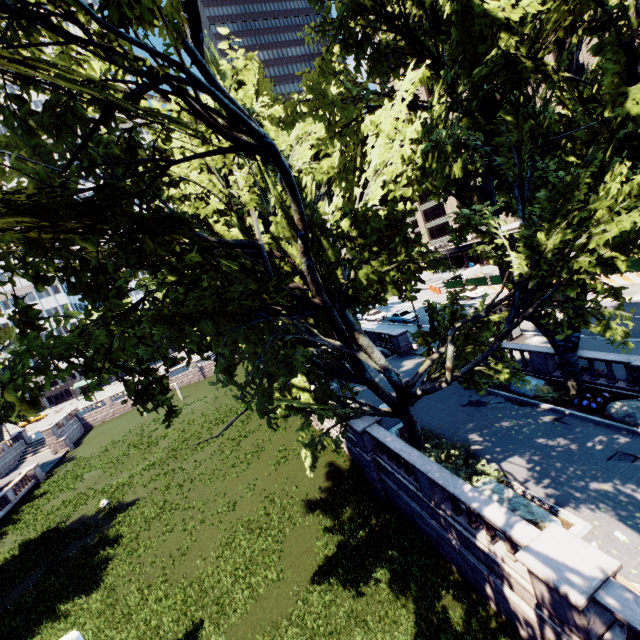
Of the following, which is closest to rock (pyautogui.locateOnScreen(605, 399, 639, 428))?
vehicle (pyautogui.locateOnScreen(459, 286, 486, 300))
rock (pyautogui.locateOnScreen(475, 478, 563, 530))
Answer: rock (pyautogui.locateOnScreen(475, 478, 563, 530))

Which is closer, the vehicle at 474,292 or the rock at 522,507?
the rock at 522,507

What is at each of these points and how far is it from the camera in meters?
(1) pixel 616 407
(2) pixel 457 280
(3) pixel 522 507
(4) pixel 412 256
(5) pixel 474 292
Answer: (1) rock, 13.7
(2) fence, 45.3
(3) rock, 10.8
(4) tree, 9.4
(5) vehicle, 39.6

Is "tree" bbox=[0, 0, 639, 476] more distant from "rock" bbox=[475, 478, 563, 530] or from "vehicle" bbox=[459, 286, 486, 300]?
"vehicle" bbox=[459, 286, 486, 300]

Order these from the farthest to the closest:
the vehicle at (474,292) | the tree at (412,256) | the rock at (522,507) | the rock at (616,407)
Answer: the vehicle at (474,292) < the rock at (616,407) < the rock at (522,507) < the tree at (412,256)

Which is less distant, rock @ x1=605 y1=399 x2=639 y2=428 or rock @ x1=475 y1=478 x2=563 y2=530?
rock @ x1=475 y1=478 x2=563 y2=530

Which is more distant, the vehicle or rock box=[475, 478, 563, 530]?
the vehicle

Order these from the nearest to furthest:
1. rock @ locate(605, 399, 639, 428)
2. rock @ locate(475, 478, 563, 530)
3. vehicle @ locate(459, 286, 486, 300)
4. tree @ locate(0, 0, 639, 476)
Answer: tree @ locate(0, 0, 639, 476) → rock @ locate(475, 478, 563, 530) → rock @ locate(605, 399, 639, 428) → vehicle @ locate(459, 286, 486, 300)
